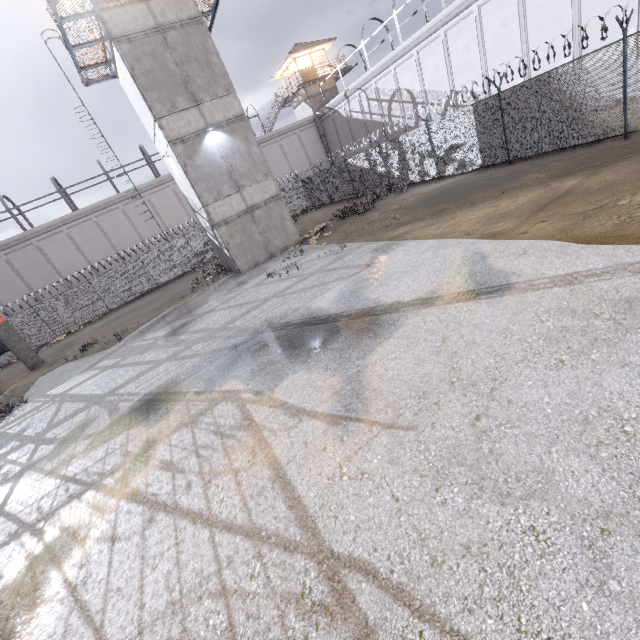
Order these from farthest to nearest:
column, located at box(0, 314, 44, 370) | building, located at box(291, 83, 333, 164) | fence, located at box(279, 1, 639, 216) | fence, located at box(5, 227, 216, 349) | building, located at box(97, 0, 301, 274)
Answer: building, located at box(291, 83, 333, 164) → fence, located at box(5, 227, 216, 349) → column, located at box(0, 314, 44, 370) → building, located at box(97, 0, 301, 274) → fence, located at box(279, 1, 639, 216)

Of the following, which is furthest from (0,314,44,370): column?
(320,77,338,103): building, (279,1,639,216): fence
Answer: (320,77,338,103): building

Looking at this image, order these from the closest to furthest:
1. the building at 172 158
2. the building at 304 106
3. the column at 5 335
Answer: the building at 172 158 < the column at 5 335 < the building at 304 106

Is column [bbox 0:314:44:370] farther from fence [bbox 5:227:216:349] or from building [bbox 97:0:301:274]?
building [bbox 97:0:301:274]

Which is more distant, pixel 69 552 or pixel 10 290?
pixel 10 290

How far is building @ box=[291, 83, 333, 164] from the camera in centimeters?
3522cm

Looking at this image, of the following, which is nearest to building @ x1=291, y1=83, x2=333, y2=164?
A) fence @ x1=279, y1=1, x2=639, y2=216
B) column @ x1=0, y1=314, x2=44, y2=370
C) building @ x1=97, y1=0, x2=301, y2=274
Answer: fence @ x1=279, y1=1, x2=639, y2=216

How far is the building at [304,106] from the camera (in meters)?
35.22
